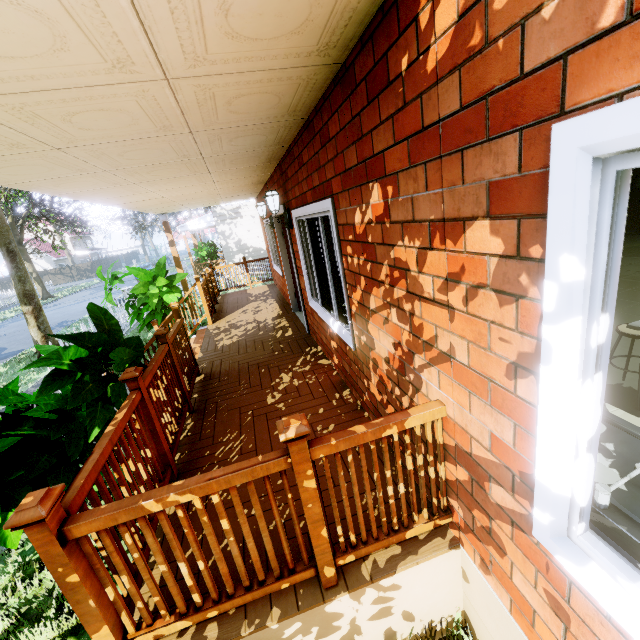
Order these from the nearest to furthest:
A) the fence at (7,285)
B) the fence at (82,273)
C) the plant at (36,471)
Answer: the plant at (36,471), the fence at (7,285), the fence at (82,273)

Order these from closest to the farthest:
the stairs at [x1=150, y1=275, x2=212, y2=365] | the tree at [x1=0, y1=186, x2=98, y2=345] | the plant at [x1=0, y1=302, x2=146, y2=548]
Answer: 1. the plant at [x1=0, y1=302, x2=146, y2=548]
2. the stairs at [x1=150, y1=275, x2=212, y2=365]
3. the tree at [x1=0, y1=186, x2=98, y2=345]

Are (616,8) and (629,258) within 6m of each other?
no

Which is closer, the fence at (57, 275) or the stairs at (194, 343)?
the stairs at (194, 343)

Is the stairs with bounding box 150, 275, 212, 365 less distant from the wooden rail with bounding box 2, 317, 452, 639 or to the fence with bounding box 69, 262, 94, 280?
the wooden rail with bounding box 2, 317, 452, 639

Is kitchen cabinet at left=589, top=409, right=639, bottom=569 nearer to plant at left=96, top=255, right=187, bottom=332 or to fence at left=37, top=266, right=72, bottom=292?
fence at left=37, top=266, right=72, bottom=292

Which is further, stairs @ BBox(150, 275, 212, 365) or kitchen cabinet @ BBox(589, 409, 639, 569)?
stairs @ BBox(150, 275, 212, 365)

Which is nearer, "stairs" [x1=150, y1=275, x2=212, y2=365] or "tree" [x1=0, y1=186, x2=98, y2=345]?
"stairs" [x1=150, y1=275, x2=212, y2=365]
